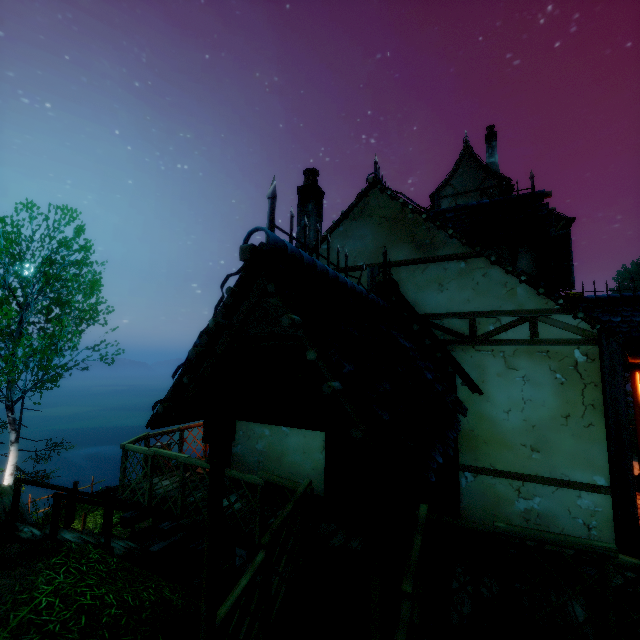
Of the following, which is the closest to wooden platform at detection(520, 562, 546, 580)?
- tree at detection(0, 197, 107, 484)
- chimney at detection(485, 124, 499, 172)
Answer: tree at detection(0, 197, 107, 484)

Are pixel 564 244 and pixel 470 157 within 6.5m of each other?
no

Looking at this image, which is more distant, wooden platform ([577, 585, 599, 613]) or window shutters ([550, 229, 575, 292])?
window shutters ([550, 229, 575, 292])

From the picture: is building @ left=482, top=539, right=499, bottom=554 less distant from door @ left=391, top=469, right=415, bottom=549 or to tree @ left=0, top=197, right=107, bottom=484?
door @ left=391, top=469, right=415, bottom=549

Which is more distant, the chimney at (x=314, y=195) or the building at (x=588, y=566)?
the chimney at (x=314, y=195)

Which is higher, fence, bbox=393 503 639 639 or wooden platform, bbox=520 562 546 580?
fence, bbox=393 503 639 639

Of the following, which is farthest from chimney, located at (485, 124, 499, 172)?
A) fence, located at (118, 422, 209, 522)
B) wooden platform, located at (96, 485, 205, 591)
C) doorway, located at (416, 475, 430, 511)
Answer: doorway, located at (416, 475, 430, 511)

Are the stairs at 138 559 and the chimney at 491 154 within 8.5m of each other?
no
